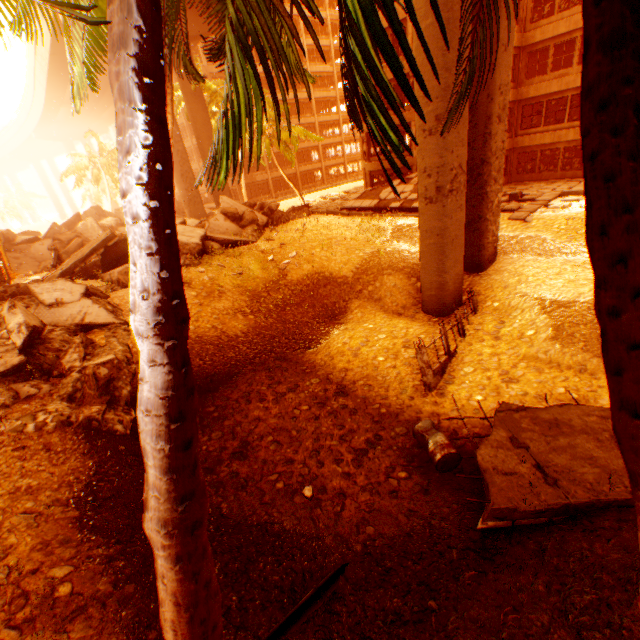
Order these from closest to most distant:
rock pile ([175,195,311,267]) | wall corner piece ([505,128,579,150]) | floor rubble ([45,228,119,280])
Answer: floor rubble ([45,228,119,280]) → rock pile ([175,195,311,267]) → wall corner piece ([505,128,579,150])

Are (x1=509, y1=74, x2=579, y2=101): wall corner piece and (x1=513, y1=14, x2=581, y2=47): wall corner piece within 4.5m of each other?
yes

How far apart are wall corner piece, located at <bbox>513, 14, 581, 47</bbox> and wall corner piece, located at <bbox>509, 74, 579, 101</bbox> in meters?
2.1

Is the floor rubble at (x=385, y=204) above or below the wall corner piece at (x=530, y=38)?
below

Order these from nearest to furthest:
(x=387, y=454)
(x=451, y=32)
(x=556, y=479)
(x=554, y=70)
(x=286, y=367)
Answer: (x=556, y=479) < (x=387, y=454) < (x=451, y=32) < (x=286, y=367) < (x=554, y=70)

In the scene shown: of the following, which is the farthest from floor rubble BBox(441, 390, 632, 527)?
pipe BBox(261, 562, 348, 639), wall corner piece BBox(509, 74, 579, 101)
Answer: wall corner piece BBox(509, 74, 579, 101)

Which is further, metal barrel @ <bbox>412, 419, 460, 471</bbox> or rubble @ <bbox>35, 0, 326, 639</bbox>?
metal barrel @ <bbox>412, 419, 460, 471</bbox>

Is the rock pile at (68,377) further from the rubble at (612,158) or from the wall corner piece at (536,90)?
the wall corner piece at (536,90)
